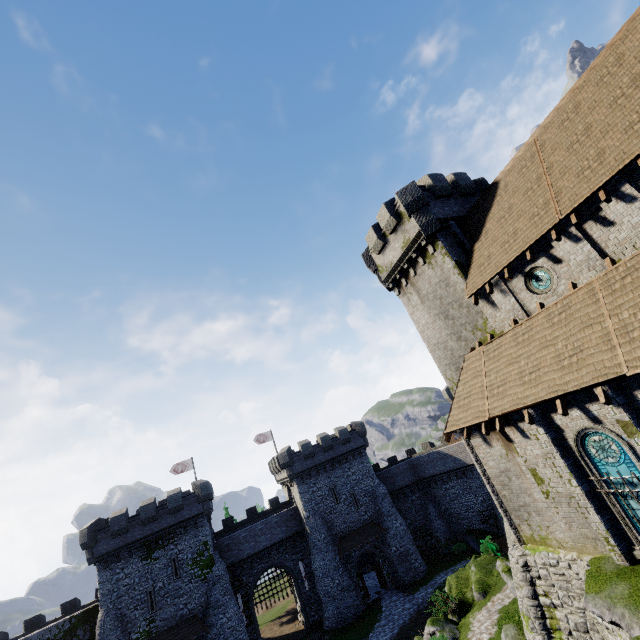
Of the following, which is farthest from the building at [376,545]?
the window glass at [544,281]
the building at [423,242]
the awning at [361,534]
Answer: the window glass at [544,281]

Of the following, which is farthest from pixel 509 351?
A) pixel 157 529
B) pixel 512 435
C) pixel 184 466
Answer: pixel 184 466

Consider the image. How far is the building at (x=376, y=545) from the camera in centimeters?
3416cm

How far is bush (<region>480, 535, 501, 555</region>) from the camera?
27.5m

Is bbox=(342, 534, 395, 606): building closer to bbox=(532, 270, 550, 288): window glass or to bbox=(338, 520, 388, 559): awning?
bbox=(338, 520, 388, 559): awning

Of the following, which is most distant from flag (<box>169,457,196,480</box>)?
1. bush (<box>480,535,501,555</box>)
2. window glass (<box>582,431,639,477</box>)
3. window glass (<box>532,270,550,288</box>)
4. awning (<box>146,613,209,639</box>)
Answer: window glass (<box>532,270,550,288</box>)

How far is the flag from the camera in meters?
42.4

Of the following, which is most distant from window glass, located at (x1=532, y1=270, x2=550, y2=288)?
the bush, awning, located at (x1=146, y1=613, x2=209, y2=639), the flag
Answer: the flag
